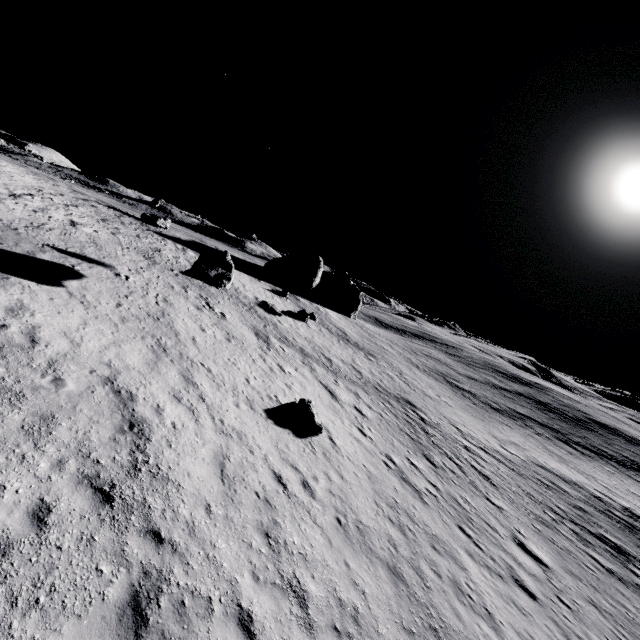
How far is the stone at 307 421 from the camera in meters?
13.8

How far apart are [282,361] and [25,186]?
22.19m

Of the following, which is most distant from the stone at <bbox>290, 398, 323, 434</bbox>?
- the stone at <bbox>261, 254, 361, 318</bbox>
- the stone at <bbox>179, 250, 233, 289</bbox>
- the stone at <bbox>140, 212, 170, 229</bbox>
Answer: the stone at <bbox>261, 254, 361, 318</bbox>

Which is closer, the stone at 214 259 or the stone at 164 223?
the stone at 214 259

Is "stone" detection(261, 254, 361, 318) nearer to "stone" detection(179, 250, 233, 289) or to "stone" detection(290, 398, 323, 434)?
"stone" detection(179, 250, 233, 289)

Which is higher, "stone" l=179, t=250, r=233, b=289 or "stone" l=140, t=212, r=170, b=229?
"stone" l=140, t=212, r=170, b=229

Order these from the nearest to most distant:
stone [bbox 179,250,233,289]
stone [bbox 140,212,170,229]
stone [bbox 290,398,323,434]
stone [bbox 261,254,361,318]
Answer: stone [bbox 290,398,323,434], stone [bbox 179,250,233,289], stone [bbox 140,212,170,229], stone [bbox 261,254,361,318]
